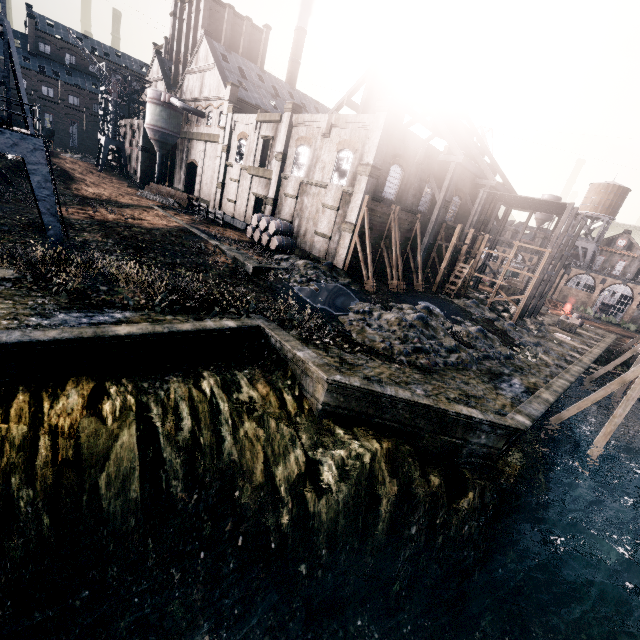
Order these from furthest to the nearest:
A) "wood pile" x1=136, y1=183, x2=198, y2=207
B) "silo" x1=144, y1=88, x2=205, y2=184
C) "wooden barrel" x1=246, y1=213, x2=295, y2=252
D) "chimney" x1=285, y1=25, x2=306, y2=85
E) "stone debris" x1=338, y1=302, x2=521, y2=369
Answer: "chimney" x1=285, y1=25, x2=306, y2=85 < "silo" x1=144, y1=88, x2=205, y2=184 < "wood pile" x1=136, y1=183, x2=198, y2=207 < "wooden barrel" x1=246, y1=213, x2=295, y2=252 < "stone debris" x1=338, y1=302, x2=521, y2=369

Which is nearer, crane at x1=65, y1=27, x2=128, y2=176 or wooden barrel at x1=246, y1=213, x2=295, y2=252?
wooden barrel at x1=246, y1=213, x2=295, y2=252

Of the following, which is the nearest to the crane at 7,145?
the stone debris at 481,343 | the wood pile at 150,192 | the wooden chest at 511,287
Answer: the stone debris at 481,343

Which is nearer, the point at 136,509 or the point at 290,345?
the point at 136,509

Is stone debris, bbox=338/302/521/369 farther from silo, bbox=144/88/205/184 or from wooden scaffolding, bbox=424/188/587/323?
silo, bbox=144/88/205/184

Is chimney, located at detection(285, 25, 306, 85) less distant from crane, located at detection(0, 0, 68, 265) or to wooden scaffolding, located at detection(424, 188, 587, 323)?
wooden scaffolding, located at detection(424, 188, 587, 323)

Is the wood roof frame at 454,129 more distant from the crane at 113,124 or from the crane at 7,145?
the crane at 113,124

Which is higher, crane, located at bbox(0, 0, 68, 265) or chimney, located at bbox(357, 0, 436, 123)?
chimney, located at bbox(357, 0, 436, 123)
